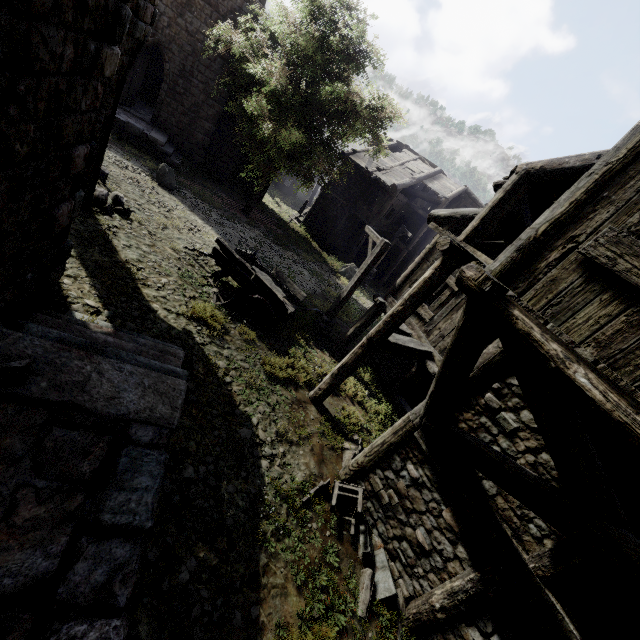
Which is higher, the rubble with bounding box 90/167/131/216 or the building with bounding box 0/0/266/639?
the building with bounding box 0/0/266/639

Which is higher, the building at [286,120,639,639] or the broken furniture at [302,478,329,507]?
the building at [286,120,639,639]

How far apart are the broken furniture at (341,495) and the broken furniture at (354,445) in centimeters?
93cm

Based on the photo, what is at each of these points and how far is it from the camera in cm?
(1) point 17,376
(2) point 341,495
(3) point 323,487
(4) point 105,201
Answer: (1) rubble, 335
(2) broken furniture, 656
(3) broken furniture, 649
(4) rubble, 967

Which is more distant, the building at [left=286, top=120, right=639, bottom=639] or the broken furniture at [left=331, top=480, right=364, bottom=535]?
the broken furniture at [left=331, top=480, right=364, bottom=535]

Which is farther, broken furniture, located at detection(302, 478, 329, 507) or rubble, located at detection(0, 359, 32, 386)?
broken furniture, located at detection(302, 478, 329, 507)

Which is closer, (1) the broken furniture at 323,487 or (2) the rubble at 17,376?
(2) the rubble at 17,376

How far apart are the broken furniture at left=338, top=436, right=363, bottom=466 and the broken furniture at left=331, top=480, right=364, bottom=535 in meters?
0.9
